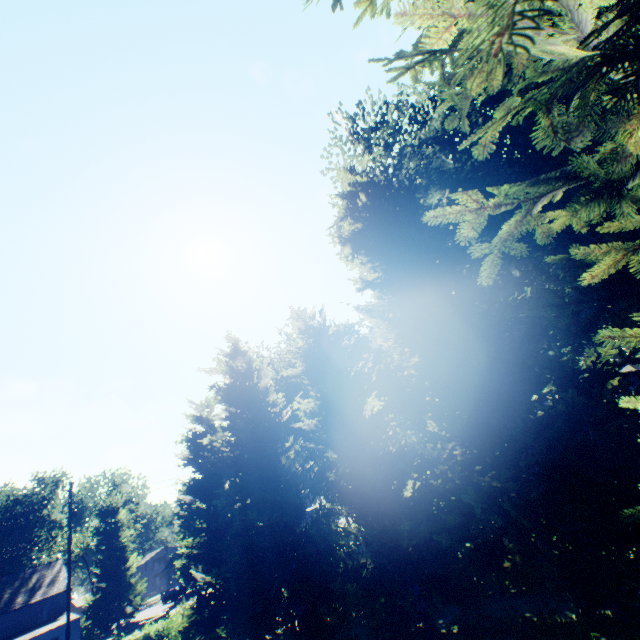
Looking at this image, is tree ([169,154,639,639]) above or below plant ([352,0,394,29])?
below

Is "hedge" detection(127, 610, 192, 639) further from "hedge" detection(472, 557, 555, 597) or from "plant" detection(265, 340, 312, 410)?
"hedge" detection(472, 557, 555, 597)

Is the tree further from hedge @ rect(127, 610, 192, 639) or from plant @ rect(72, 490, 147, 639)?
plant @ rect(72, 490, 147, 639)

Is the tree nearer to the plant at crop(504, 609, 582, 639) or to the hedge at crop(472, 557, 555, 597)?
the hedge at crop(472, 557, 555, 597)

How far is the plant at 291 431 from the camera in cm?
3168

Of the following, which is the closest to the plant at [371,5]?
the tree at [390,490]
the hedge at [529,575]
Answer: the tree at [390,490]

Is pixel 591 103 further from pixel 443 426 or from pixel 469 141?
pixel 443 426

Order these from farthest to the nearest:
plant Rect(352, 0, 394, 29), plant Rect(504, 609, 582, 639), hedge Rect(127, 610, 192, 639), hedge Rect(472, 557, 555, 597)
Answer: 1. hedge Rect(127, 610, 192, 639)
2. hedge Rect(472, 557, 555, 597)
3. plant Rect(352, 0, 394, 29)
4. plant Rect(504, 609, 582, 639)
